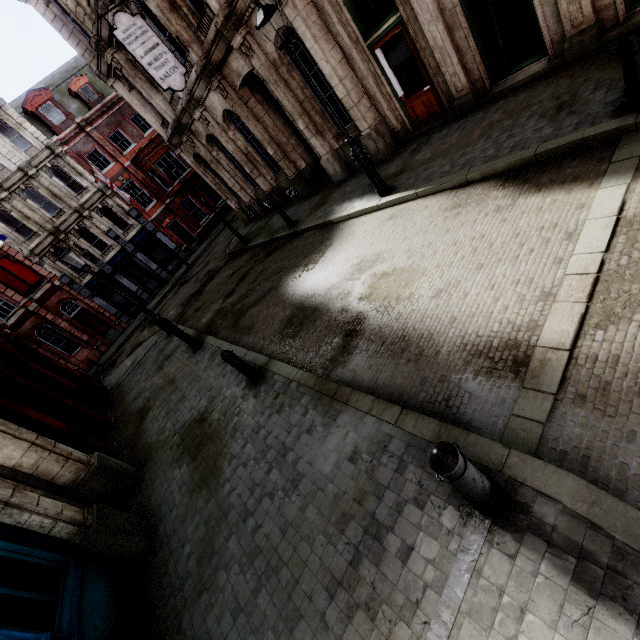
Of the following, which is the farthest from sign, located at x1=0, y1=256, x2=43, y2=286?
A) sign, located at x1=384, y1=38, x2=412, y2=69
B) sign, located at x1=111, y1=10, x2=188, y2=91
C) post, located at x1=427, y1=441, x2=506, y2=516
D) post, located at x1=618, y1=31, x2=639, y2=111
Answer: post, located at x1=618, y1=31, x2=639, y2=111

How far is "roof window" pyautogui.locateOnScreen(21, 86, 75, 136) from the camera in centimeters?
2414cm

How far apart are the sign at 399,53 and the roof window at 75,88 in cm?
2858

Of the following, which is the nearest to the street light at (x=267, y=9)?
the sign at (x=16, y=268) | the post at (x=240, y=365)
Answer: the post at (x=240, y=365)

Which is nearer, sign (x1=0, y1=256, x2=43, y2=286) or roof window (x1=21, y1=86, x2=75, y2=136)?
sign (x1=0, y1=256, x2=43, y2=286)

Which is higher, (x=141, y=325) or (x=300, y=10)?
(x=300, y=10)

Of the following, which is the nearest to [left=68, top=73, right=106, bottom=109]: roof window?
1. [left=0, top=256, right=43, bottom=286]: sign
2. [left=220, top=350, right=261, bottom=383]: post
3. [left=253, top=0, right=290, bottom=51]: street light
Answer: [left=0, top=256, right=43, bottom=286]: sign

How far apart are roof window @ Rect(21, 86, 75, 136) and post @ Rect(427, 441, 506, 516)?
34.8m
